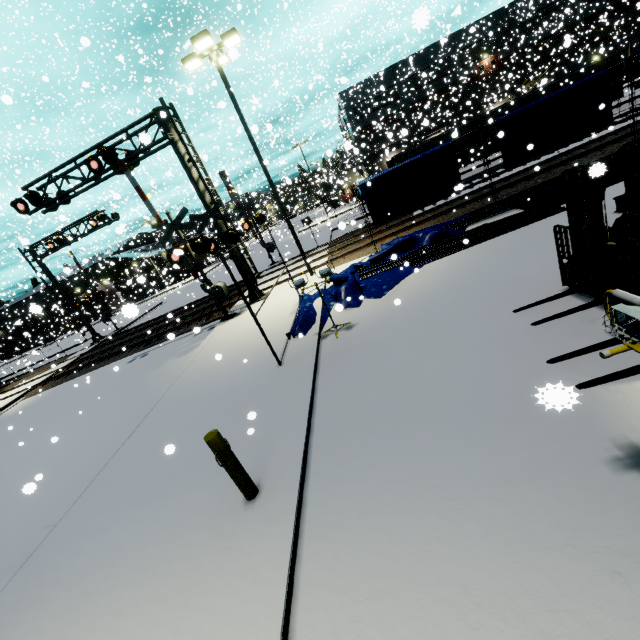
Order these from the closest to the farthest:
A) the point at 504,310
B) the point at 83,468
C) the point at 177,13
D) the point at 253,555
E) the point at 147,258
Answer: the point at 253,555, the point at 504,310, the point at 83,468, the point at 177,13, the point at 147,258

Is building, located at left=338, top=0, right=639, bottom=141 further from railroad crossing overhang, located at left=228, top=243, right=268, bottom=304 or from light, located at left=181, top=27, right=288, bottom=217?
railroad crossing overhang, located at left=228, top=243, right=268, bottom=304

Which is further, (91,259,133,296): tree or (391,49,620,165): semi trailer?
(91,259,133,296): tree

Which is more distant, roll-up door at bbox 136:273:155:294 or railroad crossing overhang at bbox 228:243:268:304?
railroad crossing overhang at bbox 228:243:268:304

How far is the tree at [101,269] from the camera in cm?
4334

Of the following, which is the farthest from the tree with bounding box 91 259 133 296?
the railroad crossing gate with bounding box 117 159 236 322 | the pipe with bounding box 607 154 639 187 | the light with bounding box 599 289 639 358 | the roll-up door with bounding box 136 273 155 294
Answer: the light with bounding box 599 289 639 358

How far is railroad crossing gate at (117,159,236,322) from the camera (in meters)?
12.95

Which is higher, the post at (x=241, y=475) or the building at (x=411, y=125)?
the building at (x=411, y=125)
